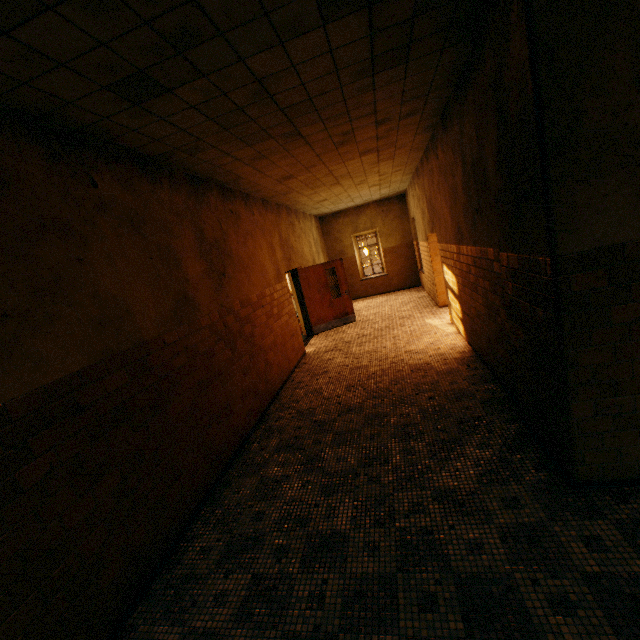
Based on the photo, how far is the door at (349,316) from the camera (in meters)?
9.83

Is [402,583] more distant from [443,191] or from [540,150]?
[443,191]

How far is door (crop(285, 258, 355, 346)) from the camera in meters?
9.8
